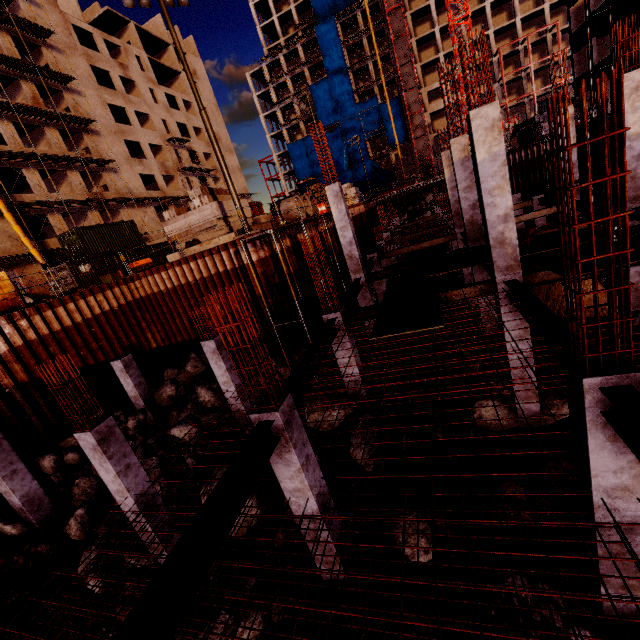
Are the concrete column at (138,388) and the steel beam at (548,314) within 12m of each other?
no

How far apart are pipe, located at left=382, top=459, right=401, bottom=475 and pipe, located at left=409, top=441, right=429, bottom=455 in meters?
0.1

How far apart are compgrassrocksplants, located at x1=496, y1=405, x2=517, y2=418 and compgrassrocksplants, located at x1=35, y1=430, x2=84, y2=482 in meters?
14.0

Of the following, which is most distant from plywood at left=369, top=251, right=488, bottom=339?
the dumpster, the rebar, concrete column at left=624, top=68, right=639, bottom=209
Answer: the dumpster

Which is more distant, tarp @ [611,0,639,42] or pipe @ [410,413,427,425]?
tarp @ [611,0,639,42]

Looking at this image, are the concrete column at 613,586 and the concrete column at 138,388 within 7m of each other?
no

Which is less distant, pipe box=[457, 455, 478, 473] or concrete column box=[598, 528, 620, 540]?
concrete column box=[598, 528, 620, 540]

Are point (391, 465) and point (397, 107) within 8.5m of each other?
no
